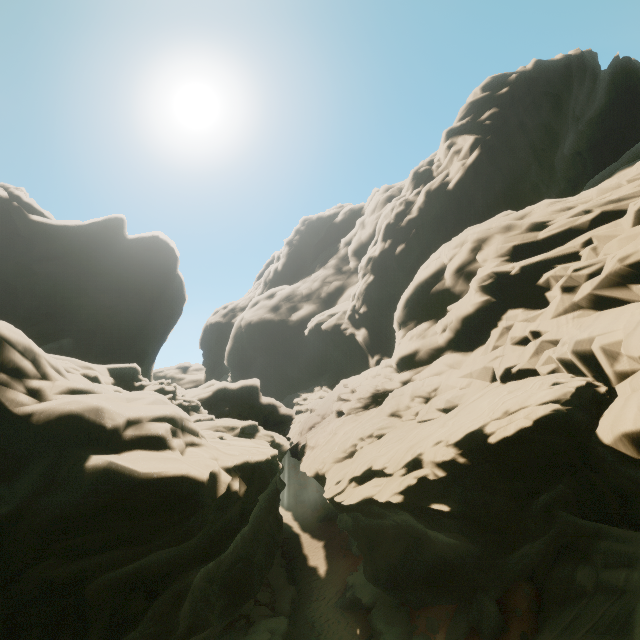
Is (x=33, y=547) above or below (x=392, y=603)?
above
